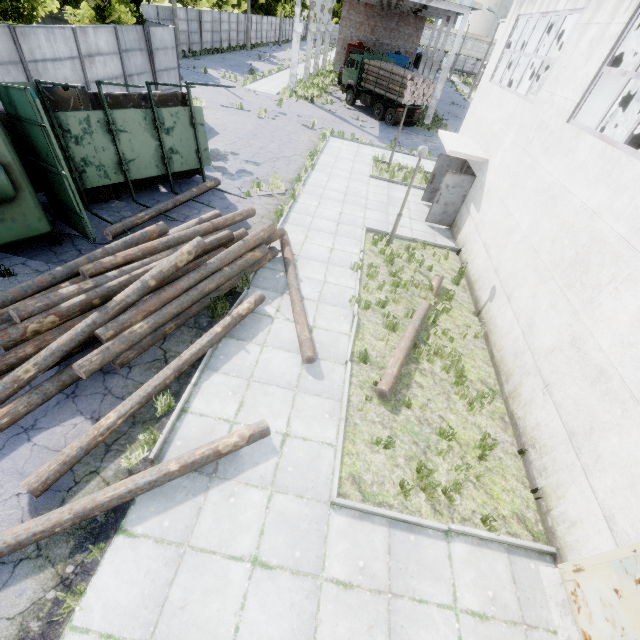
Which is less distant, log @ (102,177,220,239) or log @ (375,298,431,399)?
log @ (375,298,431,399)

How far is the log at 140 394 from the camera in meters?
4.7

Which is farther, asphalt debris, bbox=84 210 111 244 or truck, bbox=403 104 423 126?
truck, bbox=403 104 423 126

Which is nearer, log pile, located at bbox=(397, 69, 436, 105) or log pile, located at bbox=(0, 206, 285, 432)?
log pile, located at bbox=(0, 206, 285, 432)

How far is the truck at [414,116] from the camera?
25.98m

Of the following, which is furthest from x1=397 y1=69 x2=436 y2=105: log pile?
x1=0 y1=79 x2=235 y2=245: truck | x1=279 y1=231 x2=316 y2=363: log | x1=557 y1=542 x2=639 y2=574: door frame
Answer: x1=557 y1=542 x2=639 y2=574: door frame

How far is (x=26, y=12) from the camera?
10.98m

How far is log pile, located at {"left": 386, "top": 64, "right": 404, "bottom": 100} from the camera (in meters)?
24.42
